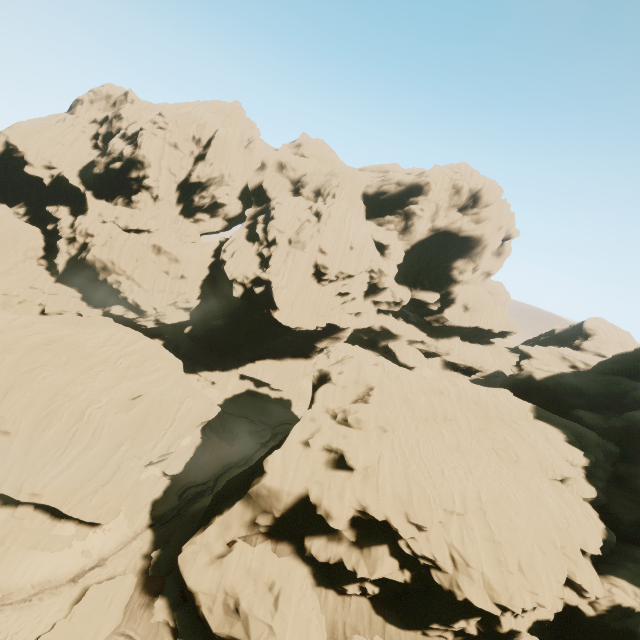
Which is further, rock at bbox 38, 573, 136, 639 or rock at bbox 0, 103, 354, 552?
rock at bbox 0, 103, 354, 552

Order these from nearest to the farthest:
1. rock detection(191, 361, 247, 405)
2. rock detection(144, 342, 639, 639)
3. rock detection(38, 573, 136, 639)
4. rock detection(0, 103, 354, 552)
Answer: rock detection(144, 342, 639, 639), rock detection(38, 573, 136, 639), rock detection(0, 103, 354, 552), rock detection(191, 361, 247, 405)

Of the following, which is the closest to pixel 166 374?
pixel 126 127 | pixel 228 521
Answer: pixel 228 521

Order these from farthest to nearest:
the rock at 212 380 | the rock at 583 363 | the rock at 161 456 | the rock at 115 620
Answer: the rock at 212 380, the rock at 161 456, the rock at 115 620, the rock at 583 363

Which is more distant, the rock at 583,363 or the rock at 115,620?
the rock at 115,620
